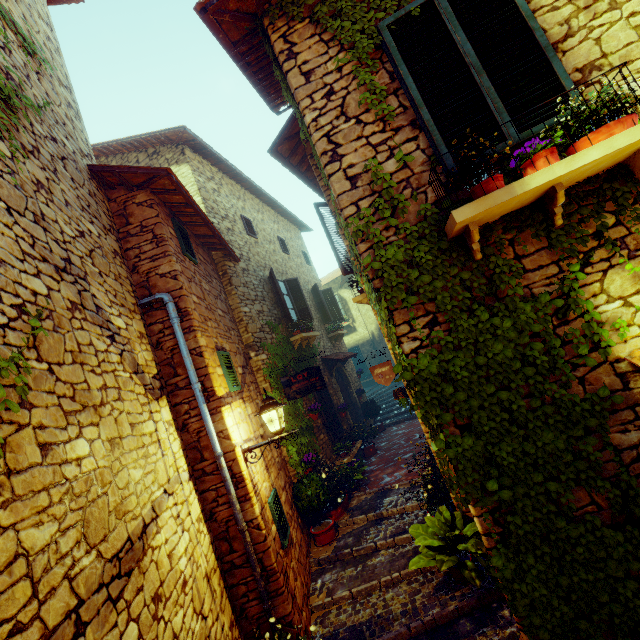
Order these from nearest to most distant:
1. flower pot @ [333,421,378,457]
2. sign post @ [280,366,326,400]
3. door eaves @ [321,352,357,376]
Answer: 1. sign post @ [280,366,326,400]
2. flower pot @ [333,421,378,457]
3. door eaves @ [321,352,357,376]

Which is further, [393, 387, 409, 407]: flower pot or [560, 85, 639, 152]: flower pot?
[393, 387, 409, 407]: flower pot

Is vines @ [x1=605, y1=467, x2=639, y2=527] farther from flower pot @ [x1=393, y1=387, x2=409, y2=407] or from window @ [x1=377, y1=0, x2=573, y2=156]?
flower pot @ [x1=393, y1=387, x2=409, y2=407]

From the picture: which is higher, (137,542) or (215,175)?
(215,175)

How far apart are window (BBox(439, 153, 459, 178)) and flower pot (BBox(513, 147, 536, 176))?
0.30m

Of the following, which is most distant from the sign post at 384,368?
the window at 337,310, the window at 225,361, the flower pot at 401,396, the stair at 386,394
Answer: the stair at 386,394

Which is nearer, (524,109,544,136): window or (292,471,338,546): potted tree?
(524,109,544,136): window

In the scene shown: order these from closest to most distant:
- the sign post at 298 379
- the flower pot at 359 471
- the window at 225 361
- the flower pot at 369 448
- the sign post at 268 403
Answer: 1. the sign post at 268 403
2. the window at 225 361
3. the flower pot at 359 471
4. the sign post at 298 379
5. the flower pot at 369 448
